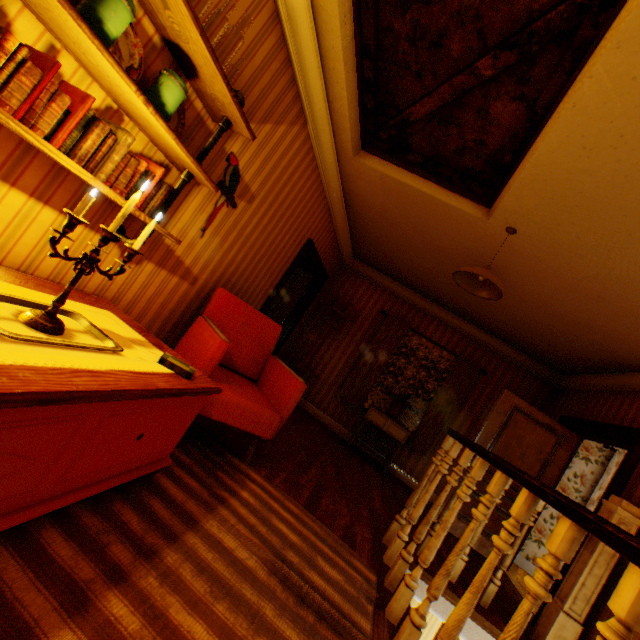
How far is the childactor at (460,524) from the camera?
4.74m

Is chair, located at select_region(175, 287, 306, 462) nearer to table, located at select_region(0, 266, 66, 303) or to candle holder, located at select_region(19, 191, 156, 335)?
table, located at select_region(0, 266, 66, 303)

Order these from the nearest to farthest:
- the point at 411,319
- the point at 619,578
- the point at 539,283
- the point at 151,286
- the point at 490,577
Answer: the point at 619,578 → the point at 151,286 → the point at 490,577 → the point at 539,283 → the point at 411,319

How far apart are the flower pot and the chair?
3.0 meters

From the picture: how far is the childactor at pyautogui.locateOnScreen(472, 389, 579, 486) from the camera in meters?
4.8 m

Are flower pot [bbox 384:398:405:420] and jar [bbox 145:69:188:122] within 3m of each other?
no

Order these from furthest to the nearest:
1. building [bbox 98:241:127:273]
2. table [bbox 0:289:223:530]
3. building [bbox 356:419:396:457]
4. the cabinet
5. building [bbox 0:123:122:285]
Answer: building [bbox 356:419:396:457], the cabinet, building [bbox 98:241:127:273], building [bbox 0:123:122:285], table [bbox 0:289:223:530]
